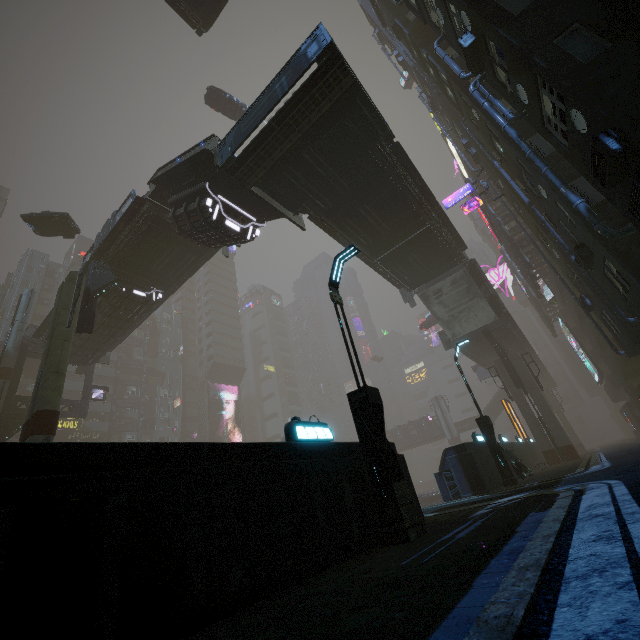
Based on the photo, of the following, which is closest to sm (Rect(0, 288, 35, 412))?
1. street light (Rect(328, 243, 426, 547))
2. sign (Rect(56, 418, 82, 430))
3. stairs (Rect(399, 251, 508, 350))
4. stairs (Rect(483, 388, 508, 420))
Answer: stairs (Rect(399, 251, 508, 350))

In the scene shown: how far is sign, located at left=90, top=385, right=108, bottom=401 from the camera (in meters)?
31.39

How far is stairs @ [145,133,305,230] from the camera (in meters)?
14.29

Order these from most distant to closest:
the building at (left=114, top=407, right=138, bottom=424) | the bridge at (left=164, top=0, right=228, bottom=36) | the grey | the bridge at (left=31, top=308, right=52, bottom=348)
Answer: the building at (left=114, top=407, right=138, bottom=424) < the bridge at (left=31, top=308, right=52, bottom=348) < the grey < the bridge at (left=164, top=0, right=228, bottom=36)

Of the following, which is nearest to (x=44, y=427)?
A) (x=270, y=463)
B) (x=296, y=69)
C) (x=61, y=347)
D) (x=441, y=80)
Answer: (x=61, y=347)

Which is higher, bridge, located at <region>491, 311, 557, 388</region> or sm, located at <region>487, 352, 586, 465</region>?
bridge, located at <region>491, 311, 557, 388</region>

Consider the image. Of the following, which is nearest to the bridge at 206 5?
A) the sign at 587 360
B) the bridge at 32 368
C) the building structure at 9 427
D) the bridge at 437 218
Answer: the bridge at 437 218

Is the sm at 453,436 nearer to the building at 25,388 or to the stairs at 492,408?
the building at 25,388
